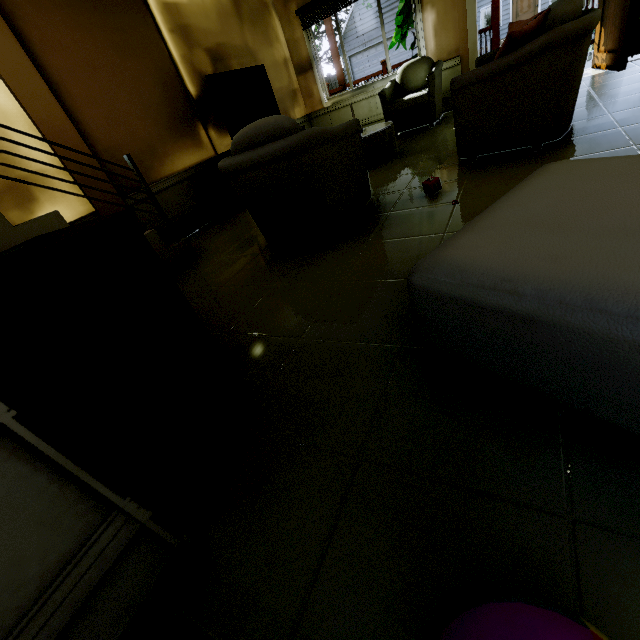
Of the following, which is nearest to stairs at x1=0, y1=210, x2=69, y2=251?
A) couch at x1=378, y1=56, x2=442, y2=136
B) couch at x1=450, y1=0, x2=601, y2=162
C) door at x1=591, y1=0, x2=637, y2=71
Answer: couch at x1=450, y1=0, x2=601, y2=162

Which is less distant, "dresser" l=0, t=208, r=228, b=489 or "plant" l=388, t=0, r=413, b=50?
"dresser" l=0, t=208, r=228, b=489

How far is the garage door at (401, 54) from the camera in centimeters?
2099cm

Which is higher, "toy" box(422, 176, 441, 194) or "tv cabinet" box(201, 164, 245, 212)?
"tv cabinet" box(201, 164, 245, 212)

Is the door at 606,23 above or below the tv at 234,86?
below

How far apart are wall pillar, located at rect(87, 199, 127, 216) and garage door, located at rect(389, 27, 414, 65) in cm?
2553

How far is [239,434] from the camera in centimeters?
119cm

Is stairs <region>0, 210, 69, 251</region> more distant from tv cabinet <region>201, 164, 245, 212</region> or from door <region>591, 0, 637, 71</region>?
door <region>591, 0, 637, 71</region>
